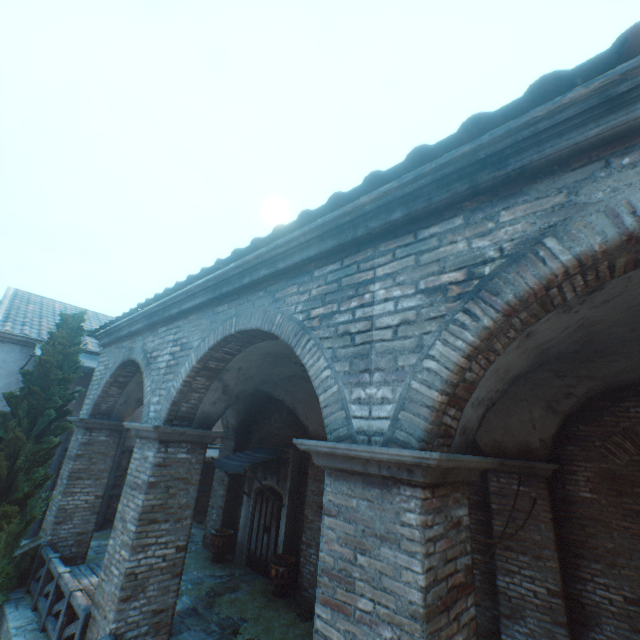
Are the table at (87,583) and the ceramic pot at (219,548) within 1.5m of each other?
no

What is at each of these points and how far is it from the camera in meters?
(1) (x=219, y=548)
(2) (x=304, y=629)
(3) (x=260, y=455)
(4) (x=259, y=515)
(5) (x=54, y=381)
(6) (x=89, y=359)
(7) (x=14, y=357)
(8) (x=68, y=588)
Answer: (1) ceramic pot, 10.4 m
(2) straw, 7.2 m
(3) awning, 10.7 m
(4) door, 10.7 m
(5) tree, 7.9 m
(6) awning, 12.6 m
(7) building, 11.5 m
(8) fence, 6.1 m

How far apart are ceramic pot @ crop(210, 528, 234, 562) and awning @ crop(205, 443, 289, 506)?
1.2m

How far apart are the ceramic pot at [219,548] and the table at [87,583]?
3.2m

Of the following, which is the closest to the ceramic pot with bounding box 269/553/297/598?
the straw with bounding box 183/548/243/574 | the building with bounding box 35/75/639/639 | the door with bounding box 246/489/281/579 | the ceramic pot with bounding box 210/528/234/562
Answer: the straw with bounding box 183/548/243/574

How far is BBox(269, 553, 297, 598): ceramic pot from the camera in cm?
855

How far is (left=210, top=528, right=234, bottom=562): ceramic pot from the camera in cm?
1043

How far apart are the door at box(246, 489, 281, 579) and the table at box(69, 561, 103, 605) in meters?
4.0
